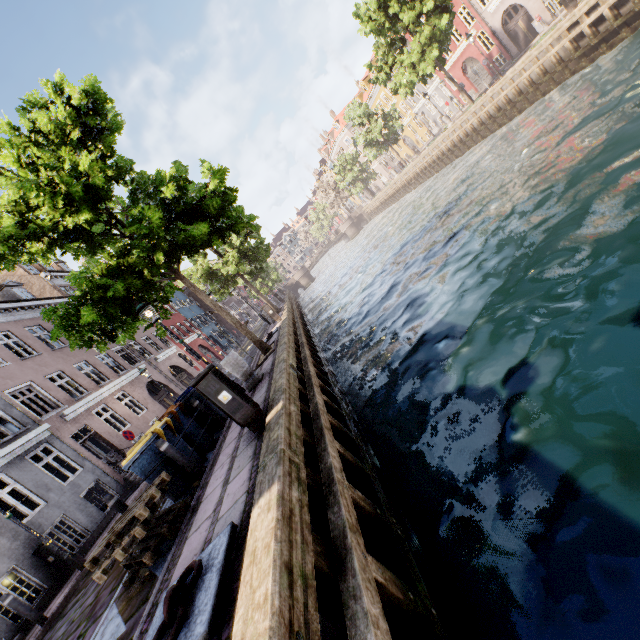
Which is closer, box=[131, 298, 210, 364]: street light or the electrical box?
box=[131, 298, 210, 364]: street light

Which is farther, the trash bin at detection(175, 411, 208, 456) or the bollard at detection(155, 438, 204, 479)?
the trash bin at detection(175, 411, 208, 456)

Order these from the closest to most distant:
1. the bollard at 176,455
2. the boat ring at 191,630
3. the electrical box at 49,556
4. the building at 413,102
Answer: the boat ring at 191,630
the bollard at 176,455
the electrical box at 49,556
the building at 413,102

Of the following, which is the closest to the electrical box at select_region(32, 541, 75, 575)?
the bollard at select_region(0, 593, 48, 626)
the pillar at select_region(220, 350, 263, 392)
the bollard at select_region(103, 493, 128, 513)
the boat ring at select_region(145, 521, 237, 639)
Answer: the bollard at select_region(0, 593, 48, 626)

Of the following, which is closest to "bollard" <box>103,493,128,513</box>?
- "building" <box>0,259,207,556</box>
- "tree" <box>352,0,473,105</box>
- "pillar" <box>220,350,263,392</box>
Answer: "pillar" <box>220,350,263,392</box>

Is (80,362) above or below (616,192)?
above

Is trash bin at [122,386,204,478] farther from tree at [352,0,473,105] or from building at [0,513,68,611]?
building at [0,513,68,611]

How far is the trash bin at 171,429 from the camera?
6.0 meters
